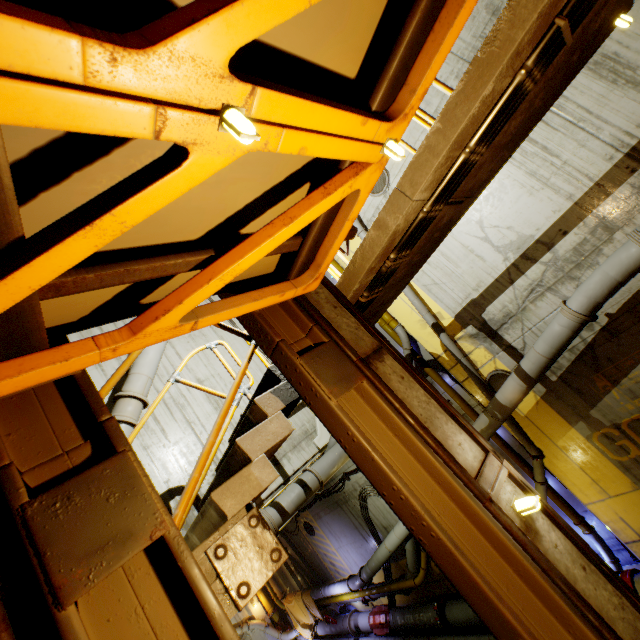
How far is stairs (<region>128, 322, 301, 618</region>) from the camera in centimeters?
222cm

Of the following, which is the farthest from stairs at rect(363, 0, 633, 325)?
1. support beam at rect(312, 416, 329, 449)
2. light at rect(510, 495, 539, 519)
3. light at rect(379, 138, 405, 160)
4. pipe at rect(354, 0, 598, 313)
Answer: support beam at rect(312, 416, 329, 449)

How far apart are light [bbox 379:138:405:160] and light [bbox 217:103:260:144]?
1.04m

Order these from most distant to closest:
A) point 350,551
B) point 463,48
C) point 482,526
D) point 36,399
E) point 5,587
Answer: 1. point 350,551
2. point 463,48
3. point 482,526
4. point 36,399
5. point 5,587

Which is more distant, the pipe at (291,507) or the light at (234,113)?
the pipe at (291,507)

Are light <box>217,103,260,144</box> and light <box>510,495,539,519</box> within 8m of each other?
yes

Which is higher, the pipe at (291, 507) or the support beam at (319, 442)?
the support beam at (319, 442)

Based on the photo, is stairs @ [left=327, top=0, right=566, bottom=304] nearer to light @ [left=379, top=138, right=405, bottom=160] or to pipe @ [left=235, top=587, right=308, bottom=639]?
pipe @ [left=235, top=587, right=308, bottom=639]
